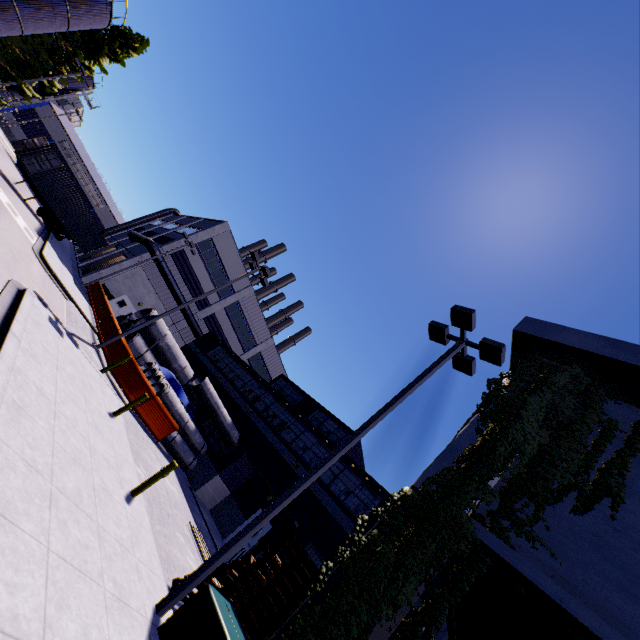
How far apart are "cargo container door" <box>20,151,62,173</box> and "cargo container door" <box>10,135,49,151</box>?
0.94m

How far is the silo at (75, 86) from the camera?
37.8 meters

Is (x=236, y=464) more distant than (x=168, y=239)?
No

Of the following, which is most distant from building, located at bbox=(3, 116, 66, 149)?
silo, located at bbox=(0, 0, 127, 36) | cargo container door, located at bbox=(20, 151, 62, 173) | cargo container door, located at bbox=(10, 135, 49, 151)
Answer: cargo container door, located at bbox=(10, 135, 49, 151)

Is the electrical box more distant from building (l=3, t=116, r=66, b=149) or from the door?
the door

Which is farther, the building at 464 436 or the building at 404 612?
the building at 464 436

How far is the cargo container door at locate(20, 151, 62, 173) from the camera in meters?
22.8 m

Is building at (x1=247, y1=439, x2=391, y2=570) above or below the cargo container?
above
